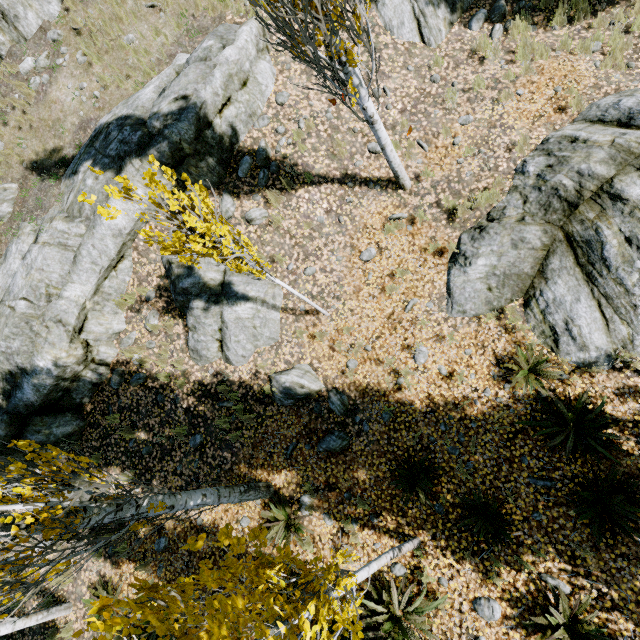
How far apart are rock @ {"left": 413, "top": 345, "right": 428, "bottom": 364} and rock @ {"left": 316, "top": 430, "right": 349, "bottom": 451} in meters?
2.0 m

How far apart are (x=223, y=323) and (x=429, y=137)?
6.48m

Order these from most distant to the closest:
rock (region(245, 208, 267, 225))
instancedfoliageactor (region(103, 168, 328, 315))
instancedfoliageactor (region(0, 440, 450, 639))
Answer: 1. rock (region(245, 208, 267, 225))
2. instancedfoliageactor (region(103, 168, 328, 315))
3. instancedfoliageactor (region(0, 440, 450, 639))

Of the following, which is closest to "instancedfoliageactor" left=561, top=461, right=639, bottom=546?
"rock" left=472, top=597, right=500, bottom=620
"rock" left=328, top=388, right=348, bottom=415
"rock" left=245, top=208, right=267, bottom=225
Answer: "rock" left=472, top=597, right=500, bottom=620

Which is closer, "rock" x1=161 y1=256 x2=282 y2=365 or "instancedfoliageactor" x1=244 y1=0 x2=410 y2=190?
"instancedfoliageactor" x1=244 y1=0 x2=410 y2=190

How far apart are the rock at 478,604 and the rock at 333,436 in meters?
3.1 m

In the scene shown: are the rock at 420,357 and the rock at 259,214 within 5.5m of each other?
yes
